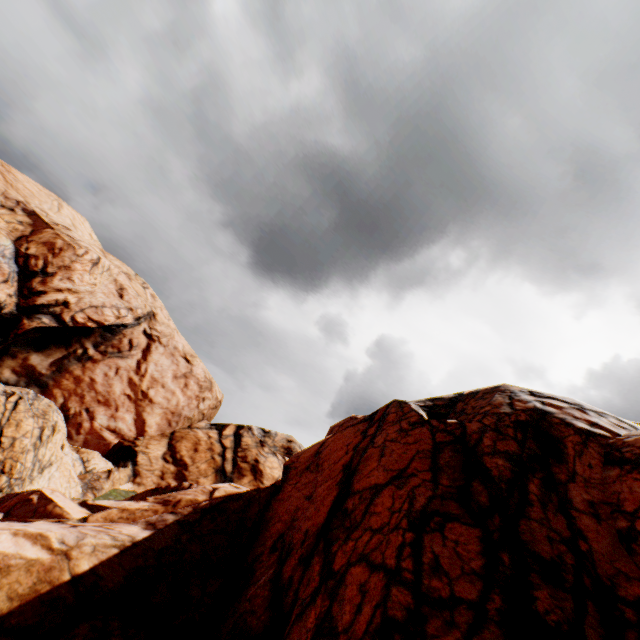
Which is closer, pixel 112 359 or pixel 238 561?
pixel 238 561
